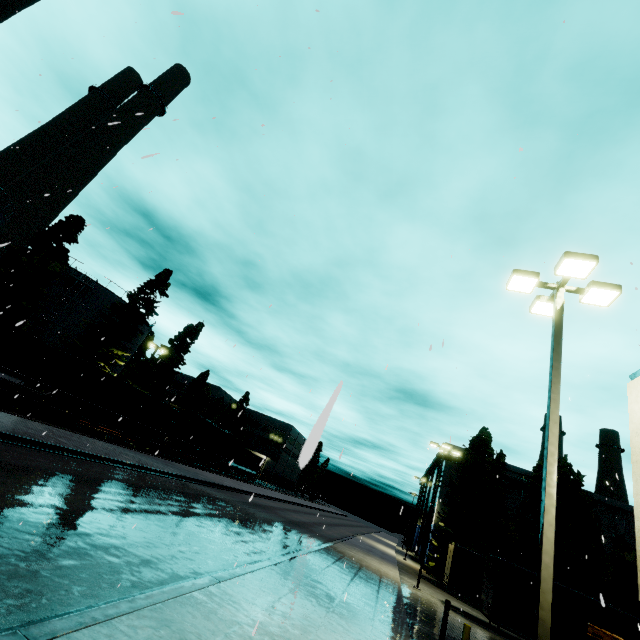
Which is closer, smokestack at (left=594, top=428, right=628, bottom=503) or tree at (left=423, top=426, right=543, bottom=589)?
tree at (left=423, top=426, right=543, bottom=589)

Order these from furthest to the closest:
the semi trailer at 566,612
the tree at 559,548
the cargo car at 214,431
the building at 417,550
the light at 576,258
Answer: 1. the building at 417,550
2. the cargo car at 214,431
3. the tree at 559,548
4. the semi trailer at 566,612
5. the light at 576,258

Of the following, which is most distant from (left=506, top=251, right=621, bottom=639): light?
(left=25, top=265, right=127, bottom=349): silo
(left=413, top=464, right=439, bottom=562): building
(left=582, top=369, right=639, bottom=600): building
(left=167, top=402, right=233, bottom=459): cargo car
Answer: (left=413, top=464, right=439, bottom=562): building

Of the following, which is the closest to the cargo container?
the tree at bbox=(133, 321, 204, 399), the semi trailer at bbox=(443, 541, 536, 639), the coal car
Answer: the coal car

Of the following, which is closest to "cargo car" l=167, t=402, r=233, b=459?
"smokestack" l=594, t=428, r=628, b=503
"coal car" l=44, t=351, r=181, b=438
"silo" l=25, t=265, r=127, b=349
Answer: "coal car" l=44, t=351, r=181, b=438

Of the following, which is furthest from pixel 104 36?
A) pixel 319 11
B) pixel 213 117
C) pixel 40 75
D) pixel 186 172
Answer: pixel 319 11

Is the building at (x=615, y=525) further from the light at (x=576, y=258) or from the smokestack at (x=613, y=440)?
the smokestack at (x=613, y=440)

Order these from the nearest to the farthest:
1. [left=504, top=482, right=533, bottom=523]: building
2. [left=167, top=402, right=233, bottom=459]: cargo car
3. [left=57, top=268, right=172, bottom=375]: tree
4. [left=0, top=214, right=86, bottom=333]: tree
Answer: [left=0, top=214, right=86, bottom=333]: tree < [left=167, top=402, right=233, bottom=459]: cargo car < [left=57, top=268, right=172, bottom=375]: tree < [left=504, top=482, right=533, bottom=523]: building
